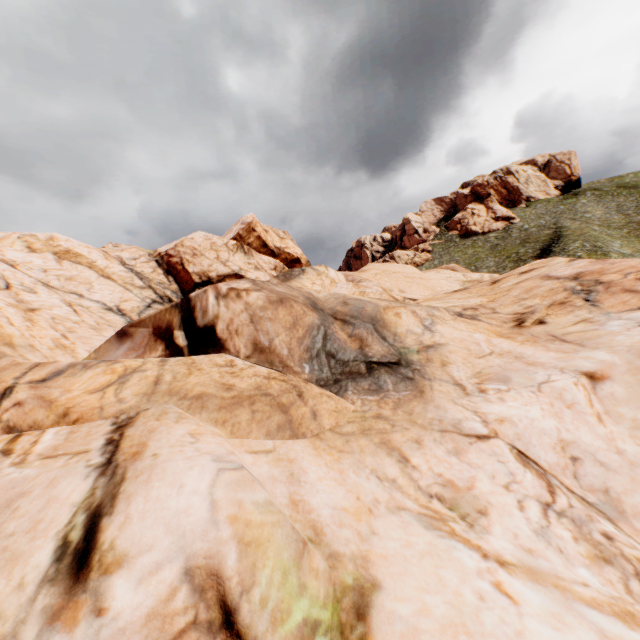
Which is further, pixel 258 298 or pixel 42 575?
pixel 258 298
